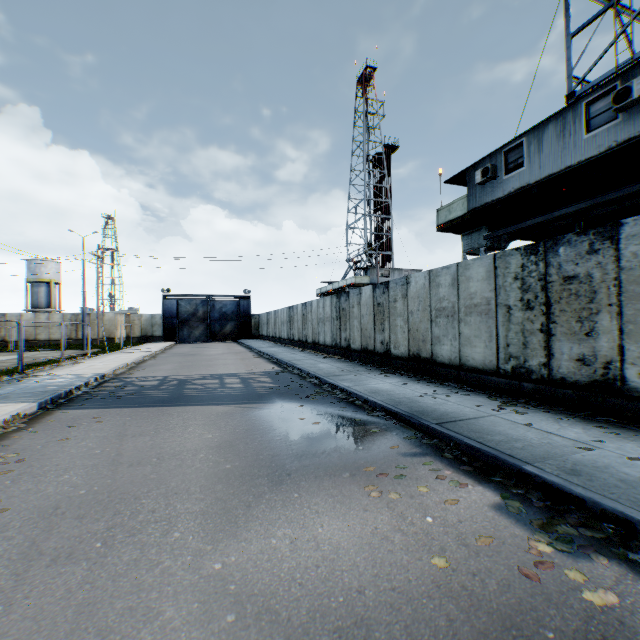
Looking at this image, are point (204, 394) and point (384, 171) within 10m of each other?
no

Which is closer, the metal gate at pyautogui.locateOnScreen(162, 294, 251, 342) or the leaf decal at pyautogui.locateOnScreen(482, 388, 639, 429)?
the leaf decal at pyautogui.locateOnScreen(482, 388, 639, 429)

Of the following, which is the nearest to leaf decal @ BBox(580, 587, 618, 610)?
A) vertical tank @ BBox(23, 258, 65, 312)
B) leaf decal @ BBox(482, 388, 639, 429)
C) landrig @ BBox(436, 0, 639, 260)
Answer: leaf decal @ BBox(482, 388, 639, 429)

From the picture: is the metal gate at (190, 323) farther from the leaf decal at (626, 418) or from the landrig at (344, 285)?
the leaf decal at (626, 418)

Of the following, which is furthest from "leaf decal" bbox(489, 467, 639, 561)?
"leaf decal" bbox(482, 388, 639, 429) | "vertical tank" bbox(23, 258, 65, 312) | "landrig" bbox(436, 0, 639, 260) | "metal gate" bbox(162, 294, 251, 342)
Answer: "vertical tank" bbox(23, 258, 65, 312)

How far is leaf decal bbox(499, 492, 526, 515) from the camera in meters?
3.3

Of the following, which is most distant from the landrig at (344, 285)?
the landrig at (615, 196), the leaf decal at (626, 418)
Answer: the leaf decal at (626, 418)

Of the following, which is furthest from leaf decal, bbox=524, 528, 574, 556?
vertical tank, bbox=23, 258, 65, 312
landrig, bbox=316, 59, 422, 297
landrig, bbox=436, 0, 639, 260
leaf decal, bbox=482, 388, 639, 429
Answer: vertical tank, bbox=23, 258, 65, 312
